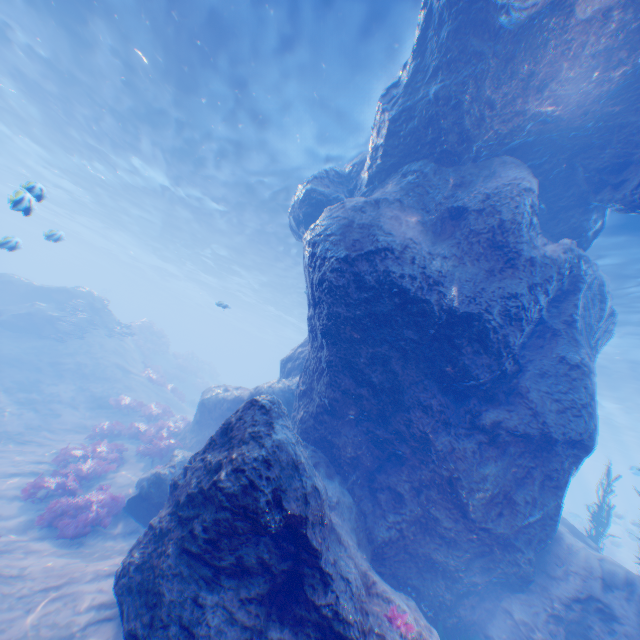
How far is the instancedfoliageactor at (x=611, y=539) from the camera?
11.6m

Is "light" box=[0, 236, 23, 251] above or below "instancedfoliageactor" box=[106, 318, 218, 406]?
above

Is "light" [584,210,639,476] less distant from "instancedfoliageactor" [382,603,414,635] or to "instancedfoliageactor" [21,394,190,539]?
"instancedfoliageactor" [21,394,190,539]

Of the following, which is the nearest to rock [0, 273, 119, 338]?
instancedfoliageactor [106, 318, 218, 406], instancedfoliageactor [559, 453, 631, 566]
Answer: instancedfoliageactor [559, 453, 631, 566]

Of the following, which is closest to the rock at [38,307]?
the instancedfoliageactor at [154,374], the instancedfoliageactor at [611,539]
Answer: the instancedfoliageactor at [611,539]

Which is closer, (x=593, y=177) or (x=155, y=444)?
(x=593, y=177)

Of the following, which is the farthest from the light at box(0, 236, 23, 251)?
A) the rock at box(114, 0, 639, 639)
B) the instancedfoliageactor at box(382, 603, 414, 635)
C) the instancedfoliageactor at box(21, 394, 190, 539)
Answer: the instancedfoliageactor at box(382, 603, 414, 635)
